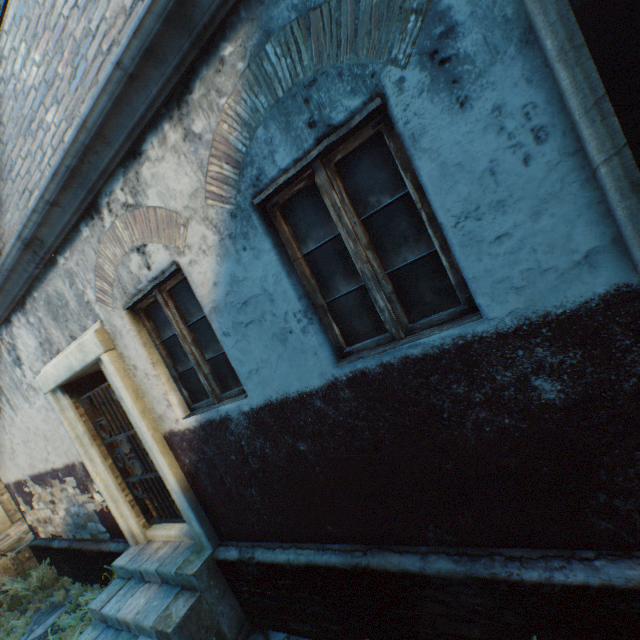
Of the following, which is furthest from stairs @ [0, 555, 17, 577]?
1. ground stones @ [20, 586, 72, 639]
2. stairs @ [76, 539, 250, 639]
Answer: stairs @ [76, 539, 250, 639]

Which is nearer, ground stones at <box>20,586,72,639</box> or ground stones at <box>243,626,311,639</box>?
ground stones at <box>243,626,311,639</box>

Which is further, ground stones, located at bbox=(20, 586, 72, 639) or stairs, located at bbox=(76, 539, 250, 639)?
ground stones, located at bbox=(20, 586, 72, 639)

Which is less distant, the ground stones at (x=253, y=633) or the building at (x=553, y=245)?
the building at (x=553, y=245)

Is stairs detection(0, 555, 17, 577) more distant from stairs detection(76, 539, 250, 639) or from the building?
stairs detection(76, 539, 250, 639)

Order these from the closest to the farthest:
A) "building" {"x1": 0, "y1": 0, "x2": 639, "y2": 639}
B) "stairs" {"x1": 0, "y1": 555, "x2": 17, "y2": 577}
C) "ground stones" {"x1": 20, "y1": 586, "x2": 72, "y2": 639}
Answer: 1. "building" {"x1": 0, "y1": 0, "x2": 639, "y2": 639}
2. "ground stones" {"x1": 20, "y1": 586, "x2": 72, "y2": 639}
3. "stairs" {"x1": 0, "y1": 555, "x2": 17, "y2": 577}

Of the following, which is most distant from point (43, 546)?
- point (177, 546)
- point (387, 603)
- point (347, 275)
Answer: point (347, 275)

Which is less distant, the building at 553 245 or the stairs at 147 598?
the building at 553 245
